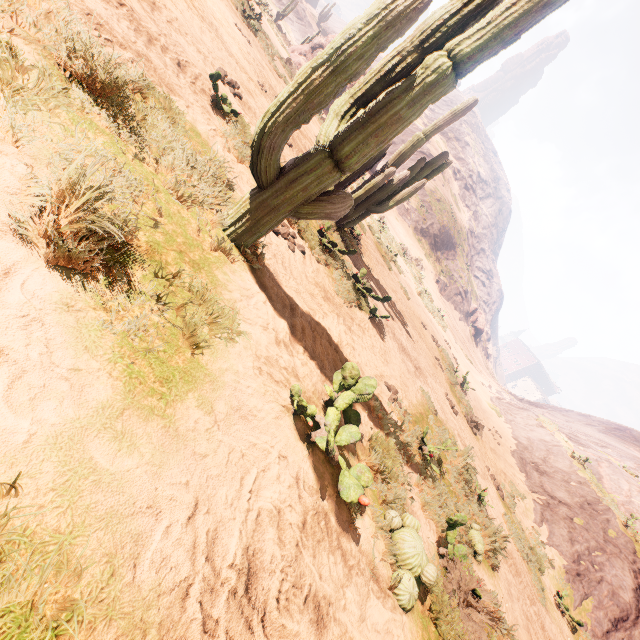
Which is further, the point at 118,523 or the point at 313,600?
the point at 313,600

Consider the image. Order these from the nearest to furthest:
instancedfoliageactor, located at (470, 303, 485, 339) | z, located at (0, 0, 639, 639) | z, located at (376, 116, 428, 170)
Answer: z, located at (0, 0, 639, 639) → z, located at (376, 116, 428, 170) → instancedfoliageactor, located at (470, 303, 485, 339)

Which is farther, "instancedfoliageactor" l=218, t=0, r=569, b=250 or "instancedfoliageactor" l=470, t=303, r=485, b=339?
"instancedfoliageactor" l=470, t=303, r=485, b=339

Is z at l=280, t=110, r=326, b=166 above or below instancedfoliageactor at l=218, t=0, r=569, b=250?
below

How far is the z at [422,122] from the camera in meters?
42.1 m

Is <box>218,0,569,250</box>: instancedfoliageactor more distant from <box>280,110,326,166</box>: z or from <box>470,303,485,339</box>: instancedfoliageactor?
<box>470,303,485,339</box>: instancedfoliageactor

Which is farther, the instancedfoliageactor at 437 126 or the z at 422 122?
the z at 422 122

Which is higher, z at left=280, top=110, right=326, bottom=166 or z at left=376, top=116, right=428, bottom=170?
z at left=376, top=116, right=428, bottom=170
